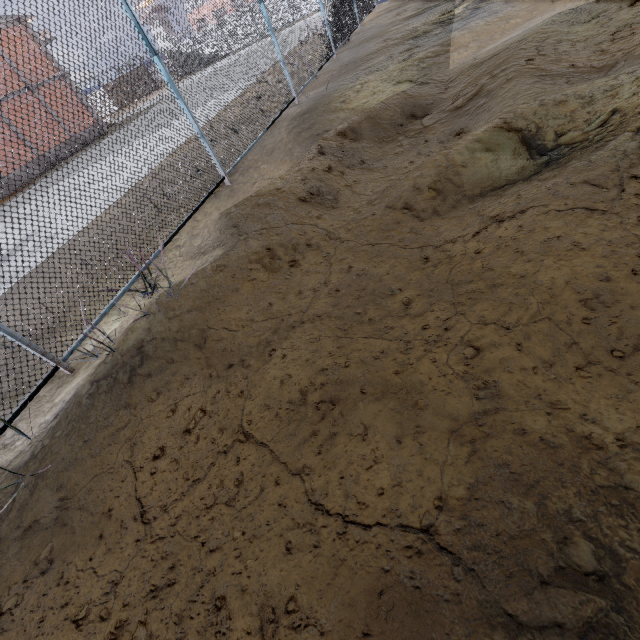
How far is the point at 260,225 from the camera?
Result: 4.4 meters
